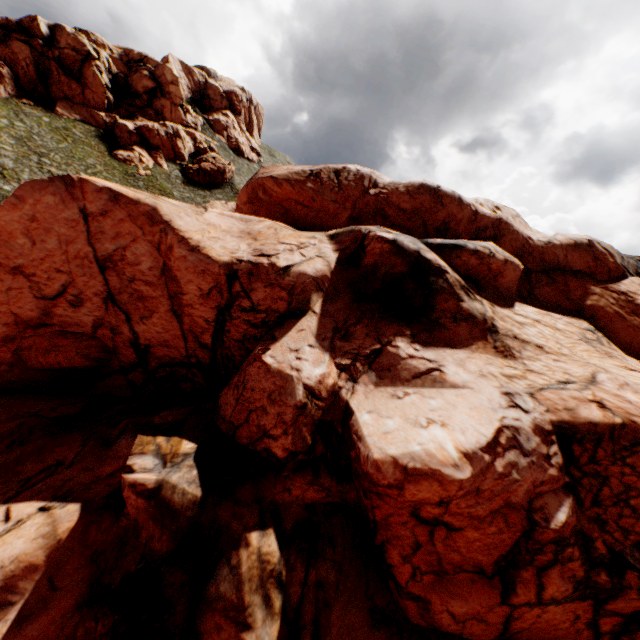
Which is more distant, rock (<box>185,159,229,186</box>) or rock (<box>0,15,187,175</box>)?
rock (<box>185,159,229,186</box>)

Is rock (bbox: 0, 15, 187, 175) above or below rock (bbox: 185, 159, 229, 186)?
above

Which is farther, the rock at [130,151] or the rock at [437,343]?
the rock at [130,151]

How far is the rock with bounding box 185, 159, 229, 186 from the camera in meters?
56.1

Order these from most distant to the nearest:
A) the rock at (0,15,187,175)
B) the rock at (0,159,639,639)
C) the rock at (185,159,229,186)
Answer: the rock at (185,159,229,186) < the rock at (0,15,187,175) < the rock at (0,159,639,639)

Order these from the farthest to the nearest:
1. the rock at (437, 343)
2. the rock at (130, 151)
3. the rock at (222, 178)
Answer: the rock at (222, 178) → the rock at (130, 151) → the rock at (437, 343)

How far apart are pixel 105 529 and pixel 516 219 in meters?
38.5
